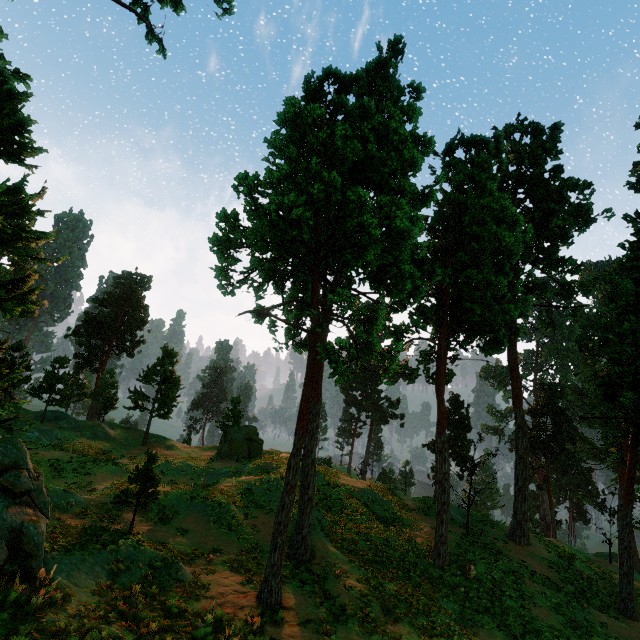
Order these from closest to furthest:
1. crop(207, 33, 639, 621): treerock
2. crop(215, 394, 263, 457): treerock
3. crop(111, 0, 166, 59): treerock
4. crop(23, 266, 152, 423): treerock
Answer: crop(207, 33, 639, 621): treerock → crop(111, 0, 166, 59): treerock → crop(23, 266, 152, 423): treerock → crop(215, 394, 263, 457): treerock

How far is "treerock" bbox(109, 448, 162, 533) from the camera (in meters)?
15.01

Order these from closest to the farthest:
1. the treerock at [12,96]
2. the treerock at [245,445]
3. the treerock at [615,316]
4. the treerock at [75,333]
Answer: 1. the treerock at [12,96]
2. the treerock at [615,316]
3. the treerock at [75,333]
4. the treerock at [245,445]

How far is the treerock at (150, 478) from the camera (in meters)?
15.01

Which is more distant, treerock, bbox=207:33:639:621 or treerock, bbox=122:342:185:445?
treerock, bbox=122:342:185:445

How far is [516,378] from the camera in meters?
28.3 m
